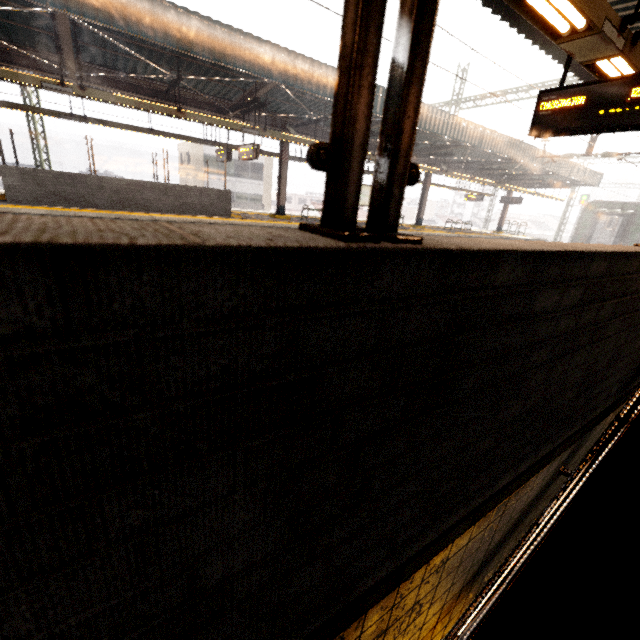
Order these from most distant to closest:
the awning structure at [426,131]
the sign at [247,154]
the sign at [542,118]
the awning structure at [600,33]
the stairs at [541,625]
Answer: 1. the awning structure at [426,131]
2. the sign at [247,154]
3. the sign at [542,118]
4. the awning structure at [600,33]
5. the stairs at [541,625]

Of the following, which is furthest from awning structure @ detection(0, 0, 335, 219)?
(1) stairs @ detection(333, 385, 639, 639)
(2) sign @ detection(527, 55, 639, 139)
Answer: (1) stairs @ detection(333, 385, 639, 639)

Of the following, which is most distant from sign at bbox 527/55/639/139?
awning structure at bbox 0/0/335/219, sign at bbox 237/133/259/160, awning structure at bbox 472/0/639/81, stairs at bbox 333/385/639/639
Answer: sign at bbox 237/133/259/160

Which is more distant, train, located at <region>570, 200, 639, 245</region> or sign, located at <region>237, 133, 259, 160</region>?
train, located at <region>570, 200, 639, 245</region>

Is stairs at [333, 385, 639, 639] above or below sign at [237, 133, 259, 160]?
below

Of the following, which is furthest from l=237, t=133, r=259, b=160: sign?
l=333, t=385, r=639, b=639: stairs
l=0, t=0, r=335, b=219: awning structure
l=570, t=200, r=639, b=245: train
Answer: l=570, t=200, r=639, b=245: train

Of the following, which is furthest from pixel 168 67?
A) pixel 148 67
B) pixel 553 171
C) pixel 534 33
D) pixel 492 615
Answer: pixel 553 171

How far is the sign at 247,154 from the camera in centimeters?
1147cm
